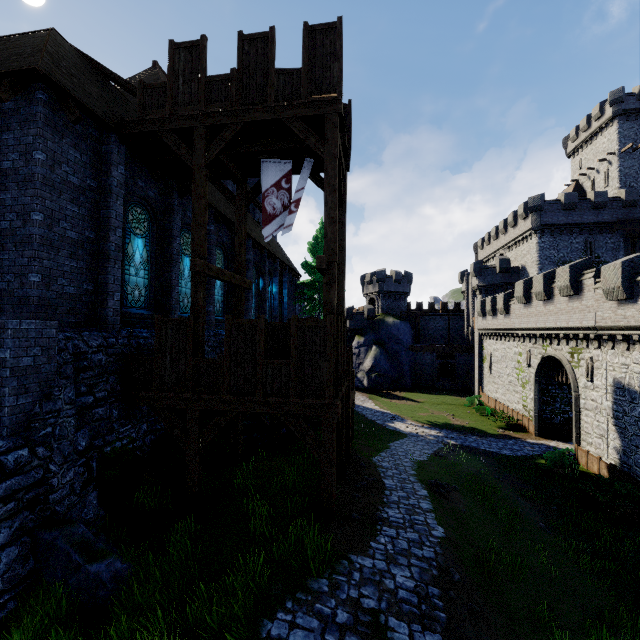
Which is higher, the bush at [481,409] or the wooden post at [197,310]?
the wooden post at [197,310]

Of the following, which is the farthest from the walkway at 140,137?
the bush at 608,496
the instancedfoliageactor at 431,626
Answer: the bush at 608,496

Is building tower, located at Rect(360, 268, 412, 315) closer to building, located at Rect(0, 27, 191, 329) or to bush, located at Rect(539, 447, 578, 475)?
building, located at Rect(0, 27, 191, 329)

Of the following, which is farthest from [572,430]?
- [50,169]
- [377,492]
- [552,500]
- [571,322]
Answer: [50,169]

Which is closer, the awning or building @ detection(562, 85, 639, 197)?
the awning

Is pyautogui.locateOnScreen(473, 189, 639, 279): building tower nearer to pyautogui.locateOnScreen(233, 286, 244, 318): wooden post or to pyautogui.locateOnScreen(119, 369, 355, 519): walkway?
pyautogui.locateOnScreen(119, 369, 355, 519): walkway

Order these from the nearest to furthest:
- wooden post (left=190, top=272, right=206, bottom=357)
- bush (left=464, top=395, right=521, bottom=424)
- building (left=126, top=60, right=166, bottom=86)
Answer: wooden post (left=190, top=272, right=206, bottom=357)
building (left=126, top=60, right=166, bottom=86)
bush (left=464, top=395, right=521, bottom=424)

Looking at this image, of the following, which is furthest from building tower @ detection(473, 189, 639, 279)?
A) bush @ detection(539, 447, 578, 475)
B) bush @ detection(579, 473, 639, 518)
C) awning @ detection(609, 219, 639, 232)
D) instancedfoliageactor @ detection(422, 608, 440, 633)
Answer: instancedfoliageactor @ detection(422, 608, 440, 633)
